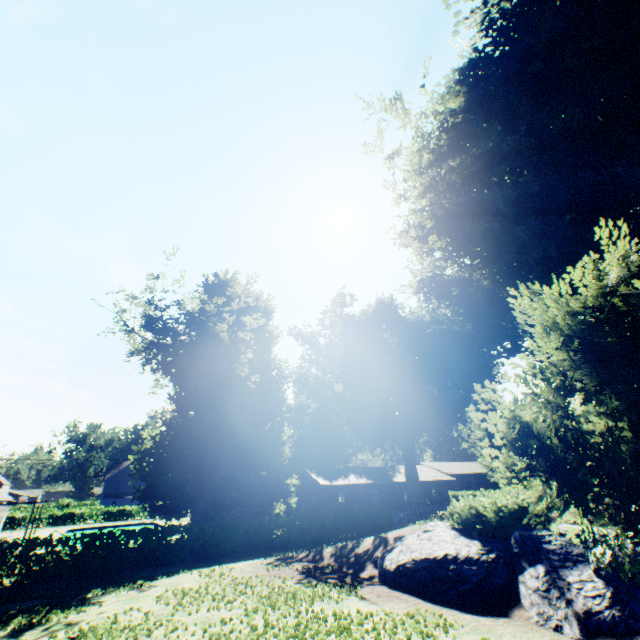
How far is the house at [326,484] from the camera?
41.1 meters

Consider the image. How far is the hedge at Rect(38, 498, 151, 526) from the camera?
44.56m

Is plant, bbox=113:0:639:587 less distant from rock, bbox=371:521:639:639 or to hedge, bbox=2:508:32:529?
rock, bbox=371:521:639:639

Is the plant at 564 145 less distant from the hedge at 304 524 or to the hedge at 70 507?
the hedge at 70 507

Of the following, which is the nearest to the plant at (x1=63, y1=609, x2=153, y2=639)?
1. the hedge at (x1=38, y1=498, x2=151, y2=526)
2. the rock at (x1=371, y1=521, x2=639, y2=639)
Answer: the rock at (x1=371, y1=521, x2=639, y2=639)

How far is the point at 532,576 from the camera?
6.8m

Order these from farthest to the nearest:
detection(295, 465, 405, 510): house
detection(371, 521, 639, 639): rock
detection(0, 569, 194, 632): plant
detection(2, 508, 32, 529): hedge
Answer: detection(2, 508, 32, 529): hedge < detection(295, 465, 405, 510): house < detection(0, 569, 194, 632): plant < detection(371, 521, 639, 639): rock

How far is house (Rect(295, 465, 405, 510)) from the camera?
41.09m
